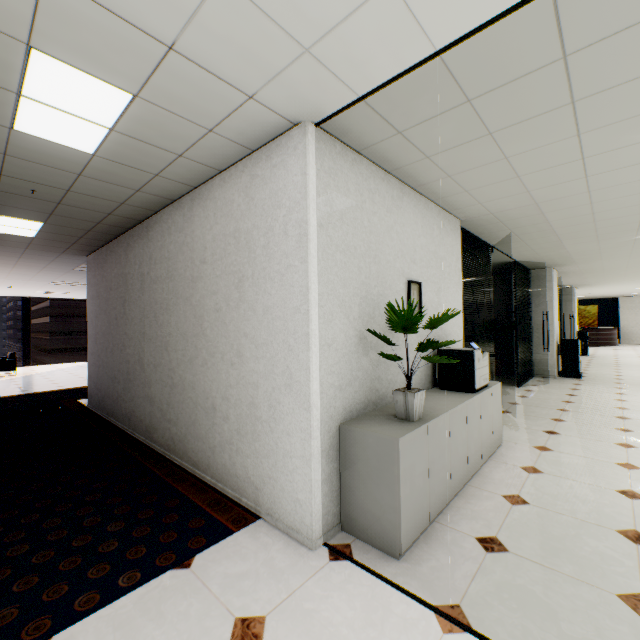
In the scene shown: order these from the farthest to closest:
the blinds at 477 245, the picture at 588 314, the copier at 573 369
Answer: the picture at 588 314 < the copier at 573 369 < the blinds at 477 245

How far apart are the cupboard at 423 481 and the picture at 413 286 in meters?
0.8 m

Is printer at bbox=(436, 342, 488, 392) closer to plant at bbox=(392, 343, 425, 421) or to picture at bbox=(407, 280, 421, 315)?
picture at bbox=(407, 280, 421, 315)

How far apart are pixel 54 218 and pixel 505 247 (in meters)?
7.38

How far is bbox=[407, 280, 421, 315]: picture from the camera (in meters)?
3.30

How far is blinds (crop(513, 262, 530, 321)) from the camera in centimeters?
775cm

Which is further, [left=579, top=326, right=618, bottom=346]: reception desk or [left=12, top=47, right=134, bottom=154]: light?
[left=579, top=326, right=618, bottom=346]: reception desk

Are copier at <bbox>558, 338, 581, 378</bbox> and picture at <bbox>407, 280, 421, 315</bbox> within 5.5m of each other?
no
